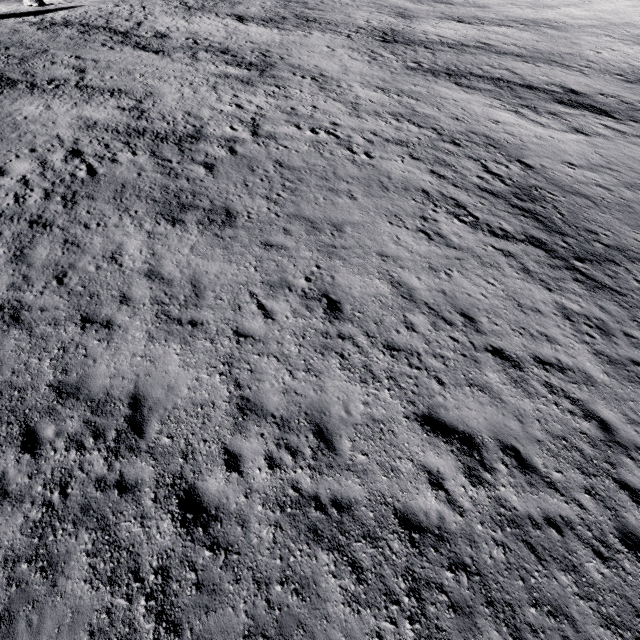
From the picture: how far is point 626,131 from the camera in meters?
22.3 m
